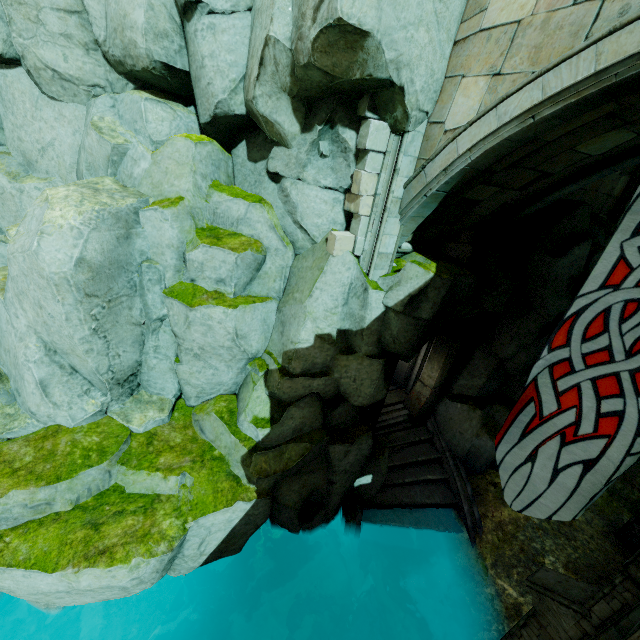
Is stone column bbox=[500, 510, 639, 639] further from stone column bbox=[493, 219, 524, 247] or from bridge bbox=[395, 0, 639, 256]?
stone column bbox=[493, 219, 524, 247]

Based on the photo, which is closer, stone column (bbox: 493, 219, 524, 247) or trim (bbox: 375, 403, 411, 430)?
stone column (bbox: 493, 219, 524, 247)

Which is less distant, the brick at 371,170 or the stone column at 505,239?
the brick at 371,170

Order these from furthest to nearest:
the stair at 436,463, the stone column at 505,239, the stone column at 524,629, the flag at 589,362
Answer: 1. the stair at 436,463
2. the stone column at 505,239
3. the stone column at 524,629
4. the flag at 589,362

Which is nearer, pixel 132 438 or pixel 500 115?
pixel 500 115

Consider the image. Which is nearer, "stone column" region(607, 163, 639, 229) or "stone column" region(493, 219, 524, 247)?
"stone column" region(493, 219, 524, 247)

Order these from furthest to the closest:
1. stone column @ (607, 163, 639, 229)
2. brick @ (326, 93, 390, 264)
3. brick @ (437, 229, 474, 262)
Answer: stone column @ (607, 163, 639, 229) → brick @ (437, 229, 474, 262) → brick @ (326, 93, 390, 264)

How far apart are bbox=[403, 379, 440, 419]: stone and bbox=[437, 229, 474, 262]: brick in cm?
490
